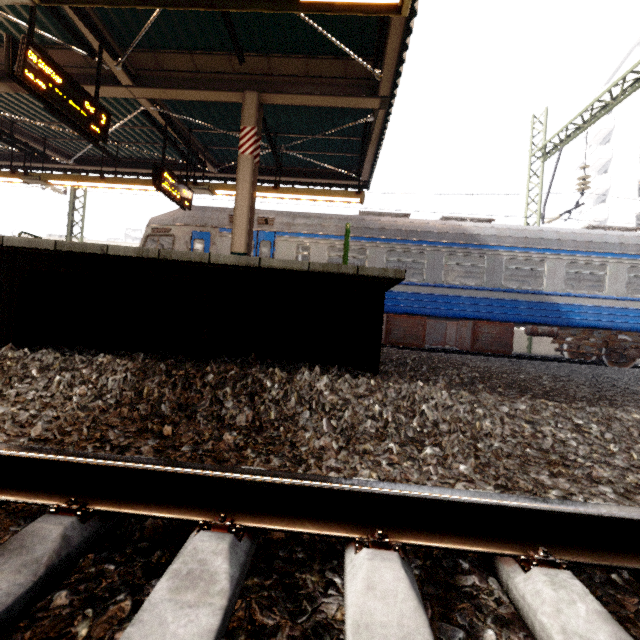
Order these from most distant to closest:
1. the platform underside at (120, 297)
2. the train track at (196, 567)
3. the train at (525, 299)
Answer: the train at (525, 299)
the platform underside at (120, 297)
the train track at (196, 567)

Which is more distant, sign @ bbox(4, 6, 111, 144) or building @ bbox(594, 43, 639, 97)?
building @ bbox(594, 43, 639, 97)

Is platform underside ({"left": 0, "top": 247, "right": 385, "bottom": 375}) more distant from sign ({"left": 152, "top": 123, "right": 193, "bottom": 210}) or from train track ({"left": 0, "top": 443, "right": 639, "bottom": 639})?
sign ({"left": 152, "top": 123, "right": 193, "bottom": 210})

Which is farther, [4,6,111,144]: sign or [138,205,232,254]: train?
[138,205,232,254]: train

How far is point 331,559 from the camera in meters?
1.1 m

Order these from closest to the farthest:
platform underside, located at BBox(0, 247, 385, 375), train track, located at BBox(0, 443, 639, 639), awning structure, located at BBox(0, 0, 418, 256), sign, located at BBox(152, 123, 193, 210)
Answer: train track, located at BBox(0, 443, 639, 639) → platform underside, located at BBox(0, 247, 385, 375) → awning structure, located at BBox(0, 0, 418, 256) → sign, located at BBox(152, 123, 193, 210)

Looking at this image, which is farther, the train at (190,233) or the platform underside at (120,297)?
the train at (190,233)

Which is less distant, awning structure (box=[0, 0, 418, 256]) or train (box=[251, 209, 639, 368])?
awning structure (box=[0, 0, 418, 256])
